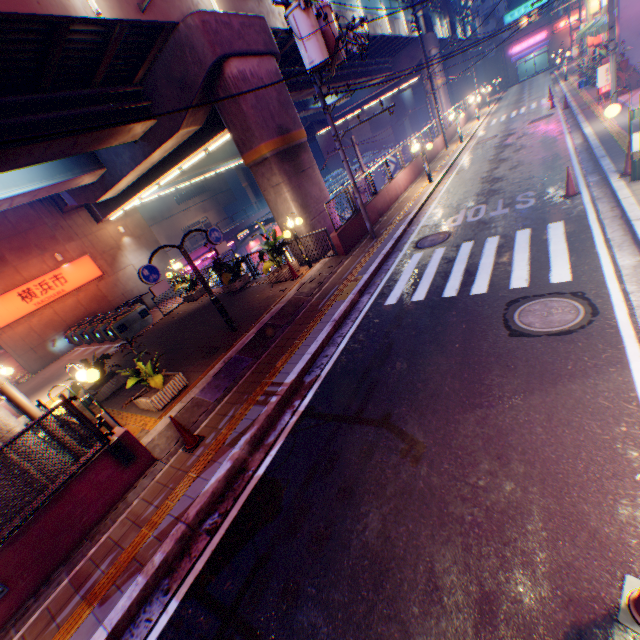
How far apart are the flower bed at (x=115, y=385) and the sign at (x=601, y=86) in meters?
25.0 m

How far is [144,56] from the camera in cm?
1166

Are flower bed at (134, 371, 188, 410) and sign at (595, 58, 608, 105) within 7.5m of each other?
no

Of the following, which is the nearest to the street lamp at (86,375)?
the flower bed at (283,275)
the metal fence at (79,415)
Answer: the metal fence at (79,415)

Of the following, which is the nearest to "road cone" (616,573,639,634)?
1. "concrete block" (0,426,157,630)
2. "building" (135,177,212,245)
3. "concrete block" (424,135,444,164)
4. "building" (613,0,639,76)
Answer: "concrete block" (0,426,157,630)

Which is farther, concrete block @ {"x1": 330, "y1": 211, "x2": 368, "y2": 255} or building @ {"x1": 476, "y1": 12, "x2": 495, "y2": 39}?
building @ {"x1": 476, "y1": 12, "x2": 495, "y2": 39}

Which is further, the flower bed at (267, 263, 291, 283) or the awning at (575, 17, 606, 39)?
the awning at (575, 17, 606, 39)

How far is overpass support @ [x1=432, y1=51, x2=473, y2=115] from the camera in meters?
34.5 m
